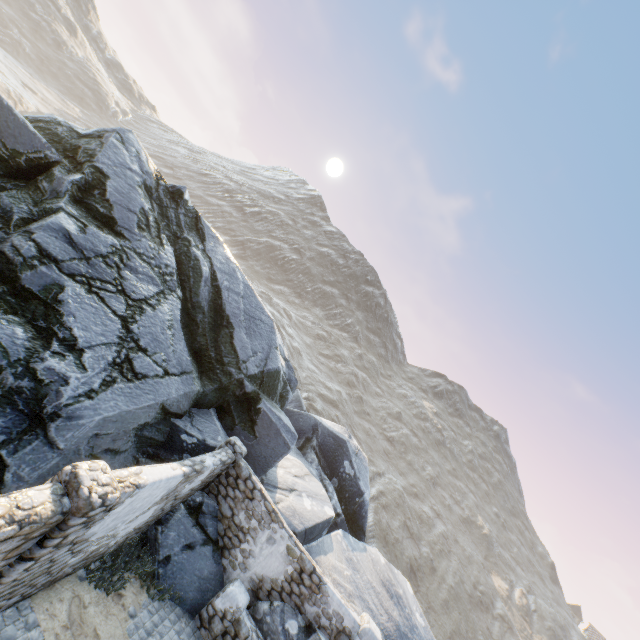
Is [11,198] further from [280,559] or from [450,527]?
[450,527]

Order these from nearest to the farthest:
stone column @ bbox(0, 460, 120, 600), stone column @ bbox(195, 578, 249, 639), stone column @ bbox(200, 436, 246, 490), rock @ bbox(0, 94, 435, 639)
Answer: stone column @ bbox(0, 460, 120, 600)
rock @ bbox(0, 94, 435, 639)
stone column @ bbox(195, 578, 249, 639)
stone column @ bbox(200, 436, 246, 490)

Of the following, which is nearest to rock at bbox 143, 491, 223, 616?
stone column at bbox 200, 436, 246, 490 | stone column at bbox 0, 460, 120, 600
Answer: stone column at bbox 200, 436, 246, 490

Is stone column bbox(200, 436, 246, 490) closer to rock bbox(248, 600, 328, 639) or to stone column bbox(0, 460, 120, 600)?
rock bbox(248, 600, 328, 639)

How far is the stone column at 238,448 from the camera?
9.94m

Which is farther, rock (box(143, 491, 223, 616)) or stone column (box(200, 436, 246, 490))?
stone column (box(200, 436, 246, 490))

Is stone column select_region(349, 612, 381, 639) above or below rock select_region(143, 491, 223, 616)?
above

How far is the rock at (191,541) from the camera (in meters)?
Result: 8.49
